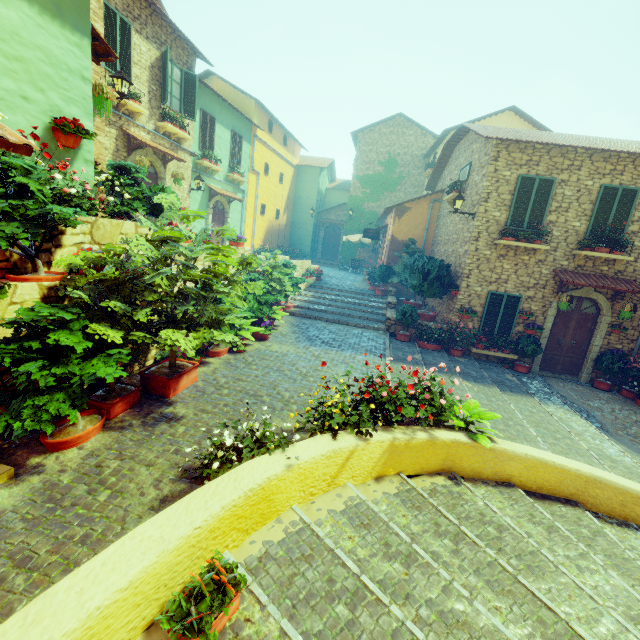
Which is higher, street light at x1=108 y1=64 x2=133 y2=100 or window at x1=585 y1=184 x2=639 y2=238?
street light at x1=108 y1=64 x2=133 y2=100

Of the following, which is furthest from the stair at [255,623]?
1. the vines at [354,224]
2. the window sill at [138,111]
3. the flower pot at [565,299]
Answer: the window sill at [138,111]

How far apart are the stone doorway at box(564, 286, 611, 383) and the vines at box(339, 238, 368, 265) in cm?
1489

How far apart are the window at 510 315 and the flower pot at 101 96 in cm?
1132

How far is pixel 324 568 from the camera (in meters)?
2.95

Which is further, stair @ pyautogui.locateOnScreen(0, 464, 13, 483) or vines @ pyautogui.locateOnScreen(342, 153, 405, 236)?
vines @ pyautogui.locateOnScreen(342, 153, 405, 236)

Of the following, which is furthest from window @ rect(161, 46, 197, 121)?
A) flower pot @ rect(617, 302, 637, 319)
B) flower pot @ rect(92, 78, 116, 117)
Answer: flower pot @ rect(617, 302, 637, 319)

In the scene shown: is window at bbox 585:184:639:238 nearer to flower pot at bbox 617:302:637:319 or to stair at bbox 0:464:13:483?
flower pot at bbox 617:302:637:319
